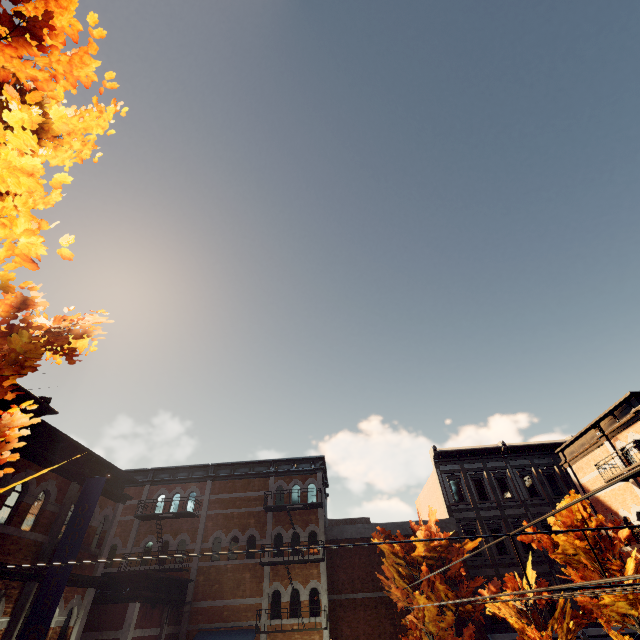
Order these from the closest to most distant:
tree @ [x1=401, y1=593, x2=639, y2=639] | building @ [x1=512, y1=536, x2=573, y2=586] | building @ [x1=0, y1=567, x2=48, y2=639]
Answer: building @ [x1=0, y1=567, x2=48, y2=639] → tree @ [x1=401, y1=593, x2=639, y2=639] → building @ [x1=512, y1=536, x2=573, y2=586]

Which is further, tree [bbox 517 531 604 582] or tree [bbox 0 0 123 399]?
tree [bbox 517 531 604 582]

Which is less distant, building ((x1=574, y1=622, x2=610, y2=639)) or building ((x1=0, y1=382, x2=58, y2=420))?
building ((x1=0, y1=382, x2=58, y2=420))

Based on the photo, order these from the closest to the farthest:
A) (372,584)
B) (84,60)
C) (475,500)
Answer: (84,60) < (372,584) < (475,500)

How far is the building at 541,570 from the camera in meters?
18.7 m

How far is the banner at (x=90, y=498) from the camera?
10.12m

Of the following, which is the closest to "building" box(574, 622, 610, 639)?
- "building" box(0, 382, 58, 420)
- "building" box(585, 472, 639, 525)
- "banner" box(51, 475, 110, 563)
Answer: "building" box(585, 472, 639, 525)

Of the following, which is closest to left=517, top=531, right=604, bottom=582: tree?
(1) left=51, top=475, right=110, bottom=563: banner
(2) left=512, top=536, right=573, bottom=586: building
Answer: (2) left=512, top=536, right=573, bottom=586: building
